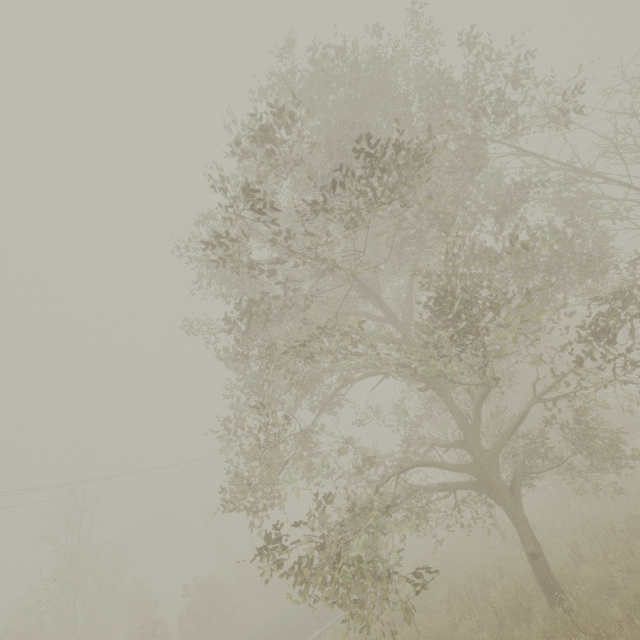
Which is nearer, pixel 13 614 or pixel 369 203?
pixel 369 203
